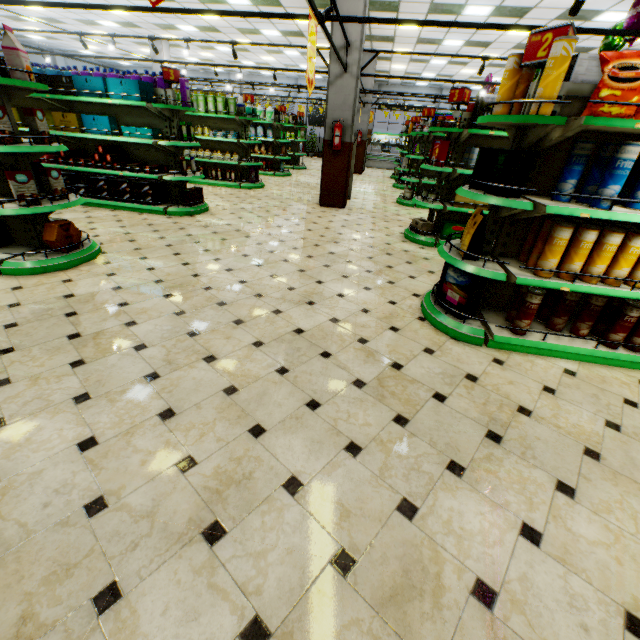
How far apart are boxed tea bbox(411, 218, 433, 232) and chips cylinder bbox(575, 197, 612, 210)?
3.65m

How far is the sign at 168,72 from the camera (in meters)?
5.73

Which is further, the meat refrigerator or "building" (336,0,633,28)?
the meat refrigerator

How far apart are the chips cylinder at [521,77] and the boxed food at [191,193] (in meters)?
5.69

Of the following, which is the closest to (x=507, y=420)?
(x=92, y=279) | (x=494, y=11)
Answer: (x=92, y=279)

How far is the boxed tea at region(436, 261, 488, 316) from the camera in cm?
312

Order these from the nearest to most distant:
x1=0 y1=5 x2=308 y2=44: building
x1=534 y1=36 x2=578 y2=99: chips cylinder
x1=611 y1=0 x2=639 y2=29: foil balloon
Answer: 1. x1=534 y1=36 x2=578 y2=99: chips cylinder
2. x1=611 y1=0 x2=639 y2=29: foil balloon
3. x1=0 y1=5 x2=308 y2=44: building

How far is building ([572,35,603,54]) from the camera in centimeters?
1027cm
